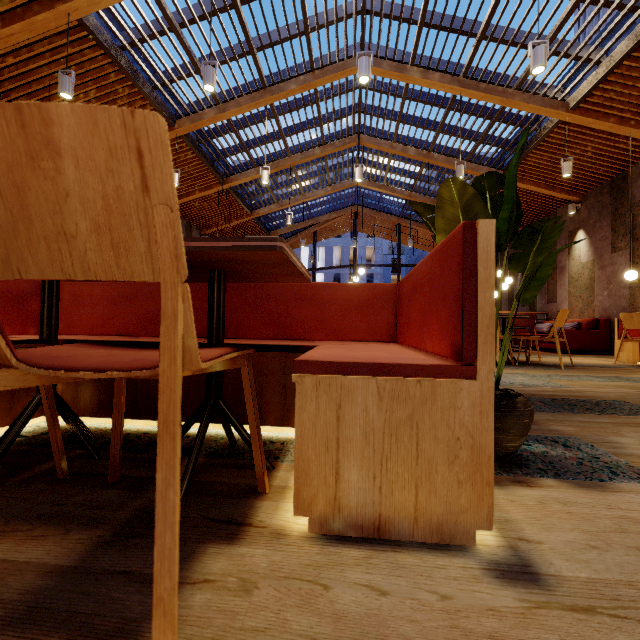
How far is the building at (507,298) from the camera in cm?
1183

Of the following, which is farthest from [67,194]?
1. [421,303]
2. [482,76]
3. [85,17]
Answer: [482,76]

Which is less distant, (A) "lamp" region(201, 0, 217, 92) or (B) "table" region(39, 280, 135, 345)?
(B) "table" region(39, 280, 135, 345)

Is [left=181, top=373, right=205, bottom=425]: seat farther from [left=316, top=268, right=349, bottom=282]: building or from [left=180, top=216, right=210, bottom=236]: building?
[left=316, top=268, right=349, bottom=282]: building

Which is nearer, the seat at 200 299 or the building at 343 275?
the seat at 200 299

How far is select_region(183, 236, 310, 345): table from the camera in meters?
0.9 m

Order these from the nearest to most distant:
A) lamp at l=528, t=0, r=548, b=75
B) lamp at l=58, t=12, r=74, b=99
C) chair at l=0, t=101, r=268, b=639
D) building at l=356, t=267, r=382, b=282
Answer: chair at l=0, t=101, r=268, b=639 < lamp at l=528, t=0, r=548, b=75 < lamp at l=58, t=12, r=74, b=99 < building at l=356, t=267, r=382, b=282

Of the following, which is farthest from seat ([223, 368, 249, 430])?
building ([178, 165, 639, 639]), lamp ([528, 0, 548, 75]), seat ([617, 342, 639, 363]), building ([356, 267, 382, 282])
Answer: building ([356, 267, 382, 282])
